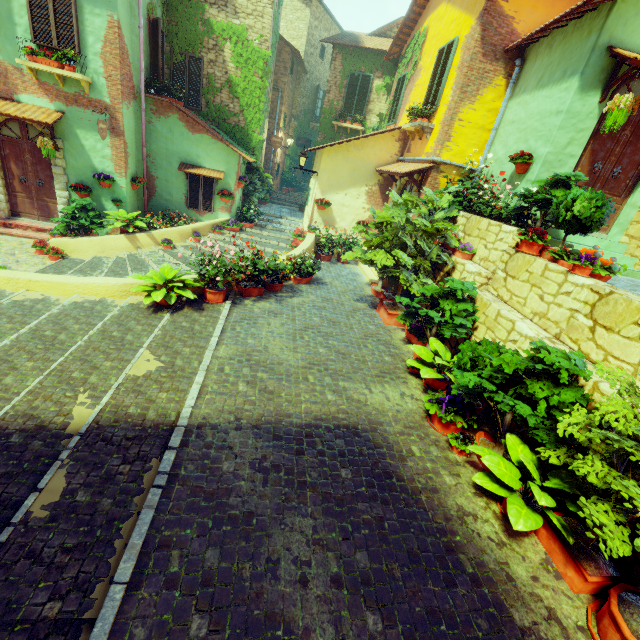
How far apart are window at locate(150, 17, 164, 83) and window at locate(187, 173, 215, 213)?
2.7m

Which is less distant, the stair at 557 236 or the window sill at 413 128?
the stair at 557 236

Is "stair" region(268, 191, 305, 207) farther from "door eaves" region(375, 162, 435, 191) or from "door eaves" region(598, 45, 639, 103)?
"door eaves" region(598, 45, 639, 103)

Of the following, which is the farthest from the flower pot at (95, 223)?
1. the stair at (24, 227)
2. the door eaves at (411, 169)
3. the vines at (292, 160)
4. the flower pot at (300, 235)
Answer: the vines at (292, 160)

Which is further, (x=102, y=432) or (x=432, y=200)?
(x=432, y=200)

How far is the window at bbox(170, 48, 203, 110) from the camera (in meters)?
11.50

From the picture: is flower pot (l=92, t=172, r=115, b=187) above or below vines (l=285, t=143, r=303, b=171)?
below

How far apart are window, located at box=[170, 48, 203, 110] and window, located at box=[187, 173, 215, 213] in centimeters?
303cm
